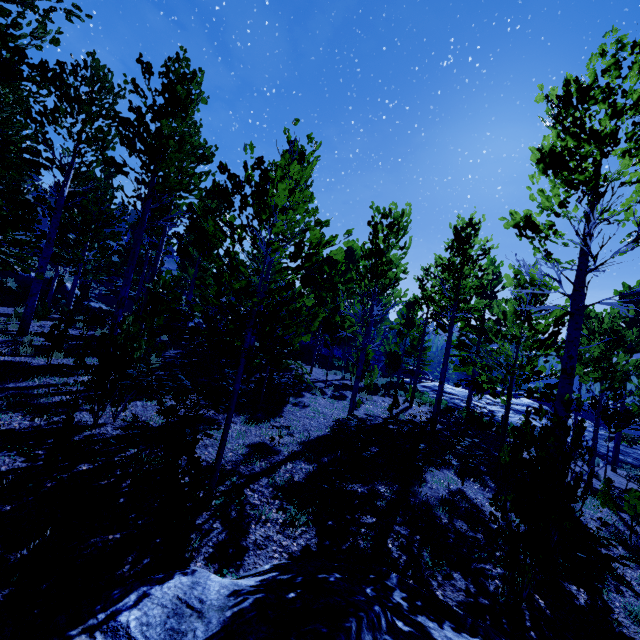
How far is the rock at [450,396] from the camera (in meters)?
25.44

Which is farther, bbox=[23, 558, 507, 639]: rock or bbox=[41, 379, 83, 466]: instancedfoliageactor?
bbox=[41, 379, 83, 466]: instancedfoliageactor

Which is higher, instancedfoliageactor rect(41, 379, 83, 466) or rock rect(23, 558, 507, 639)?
Answer: instancedfoliageactor rect(41, 379, 83, 466)

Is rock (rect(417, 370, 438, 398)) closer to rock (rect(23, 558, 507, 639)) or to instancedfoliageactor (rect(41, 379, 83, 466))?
instancedfoliageactor (rect(41, 379, 83, 466))

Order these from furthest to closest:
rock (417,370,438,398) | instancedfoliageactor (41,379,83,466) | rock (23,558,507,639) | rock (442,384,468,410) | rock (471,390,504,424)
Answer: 1. rock (417,370,438,398)
2. rock (442,384,468,410)
3. rock (471,390,504,424)
4. instancedfoliageactor (41,379,83,466)
5. rock (23,558,507,639)

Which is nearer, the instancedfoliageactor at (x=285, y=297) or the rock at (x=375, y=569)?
the rock at (x=375, y=569)

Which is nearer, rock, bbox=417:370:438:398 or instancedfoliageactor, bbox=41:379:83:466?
instancedfoliageactor, bbox=41:379:83:466

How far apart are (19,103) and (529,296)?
14.06m
